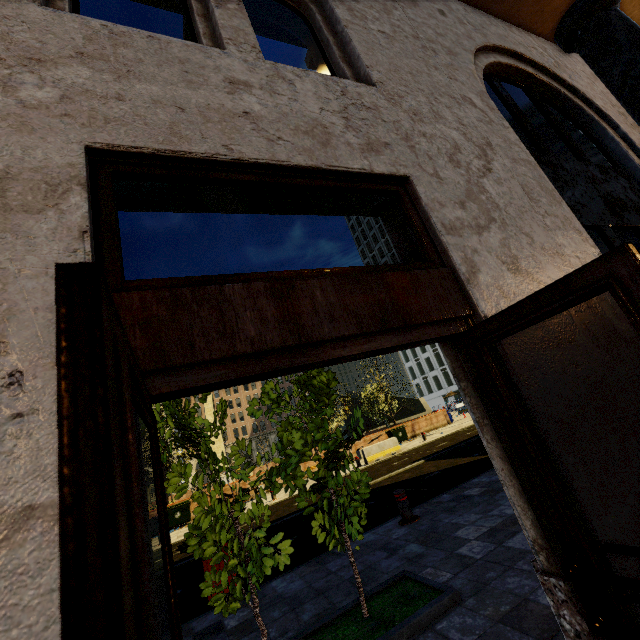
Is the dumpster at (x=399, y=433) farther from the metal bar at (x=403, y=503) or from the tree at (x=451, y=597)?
the metal bar at (x=403, y=503)

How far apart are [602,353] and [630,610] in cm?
126

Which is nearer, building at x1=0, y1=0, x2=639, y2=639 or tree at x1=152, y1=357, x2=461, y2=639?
building at x1=0, y1=0, x2=639, y2=639

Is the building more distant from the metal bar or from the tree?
the metal bar

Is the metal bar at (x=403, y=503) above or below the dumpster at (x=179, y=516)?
below

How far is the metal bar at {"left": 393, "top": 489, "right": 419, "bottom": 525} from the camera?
6.20m

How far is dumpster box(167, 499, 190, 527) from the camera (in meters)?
16.75

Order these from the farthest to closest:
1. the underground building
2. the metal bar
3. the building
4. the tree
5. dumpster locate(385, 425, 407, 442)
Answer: the underground building → dumpster locate(385, 425, 407, 442) → the metal bar → the tree → the building
